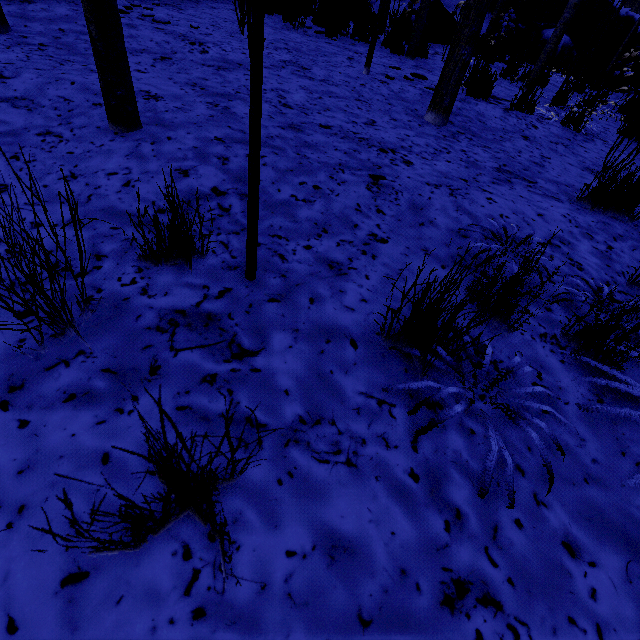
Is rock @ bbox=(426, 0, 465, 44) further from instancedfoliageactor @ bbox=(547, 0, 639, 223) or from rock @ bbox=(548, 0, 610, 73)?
rock @ bbox=(548, 0, 610, 73)

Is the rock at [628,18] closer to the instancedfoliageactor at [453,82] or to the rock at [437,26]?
the instancedfoliageactor at [453,82]

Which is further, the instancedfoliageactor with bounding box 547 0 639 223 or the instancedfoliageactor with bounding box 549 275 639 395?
the instancedfoliageactor with bounding box 547 0 639 223

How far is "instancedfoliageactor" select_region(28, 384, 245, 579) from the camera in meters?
0.5

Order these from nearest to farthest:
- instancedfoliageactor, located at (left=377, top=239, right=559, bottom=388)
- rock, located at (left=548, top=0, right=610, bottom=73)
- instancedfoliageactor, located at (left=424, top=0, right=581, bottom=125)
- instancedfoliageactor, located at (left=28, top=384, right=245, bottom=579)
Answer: instancedfoliageactor, located at (left=28, top=384, right=245, bottom=579), instancedfoliageactor, located at (left=377, top=239, right=559, bottom=388), instancedfoliageactor, located at (left=424, top=0, right=581, bottom=125), rock, located at (left=548, top=0, right=610, bottom=73)

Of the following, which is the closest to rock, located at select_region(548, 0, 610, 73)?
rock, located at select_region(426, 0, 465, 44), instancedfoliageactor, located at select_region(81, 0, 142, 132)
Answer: instancedfoliageactor, located at select_region(81, 0, 142, 132)

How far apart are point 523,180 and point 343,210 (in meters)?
1.92

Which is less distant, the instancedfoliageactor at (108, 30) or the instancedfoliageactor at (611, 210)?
the instancedfoliageactor at (108, 30)
